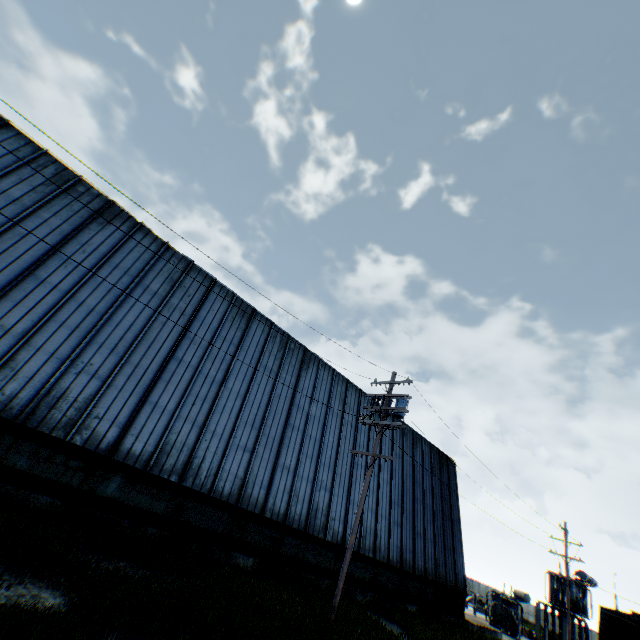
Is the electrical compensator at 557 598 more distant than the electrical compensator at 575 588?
Yes

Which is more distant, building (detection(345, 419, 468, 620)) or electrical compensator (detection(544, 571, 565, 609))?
electrical compensator (detection(544, 571, 565, 609))

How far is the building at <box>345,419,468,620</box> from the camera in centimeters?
1897cm

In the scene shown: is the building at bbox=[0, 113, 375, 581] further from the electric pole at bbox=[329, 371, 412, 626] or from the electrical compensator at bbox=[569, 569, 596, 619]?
the electrical compensator at bbox=[569, 569, 596, 619]

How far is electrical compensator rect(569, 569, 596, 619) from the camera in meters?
31.2 m

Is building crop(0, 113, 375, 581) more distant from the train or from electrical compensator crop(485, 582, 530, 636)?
electrical compensator crop(485, 582, 530, 636)

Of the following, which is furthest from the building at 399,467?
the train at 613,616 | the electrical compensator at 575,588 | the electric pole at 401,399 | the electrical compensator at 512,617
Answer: the electrical compensator at 575,588

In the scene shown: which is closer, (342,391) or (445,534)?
(342,391)
